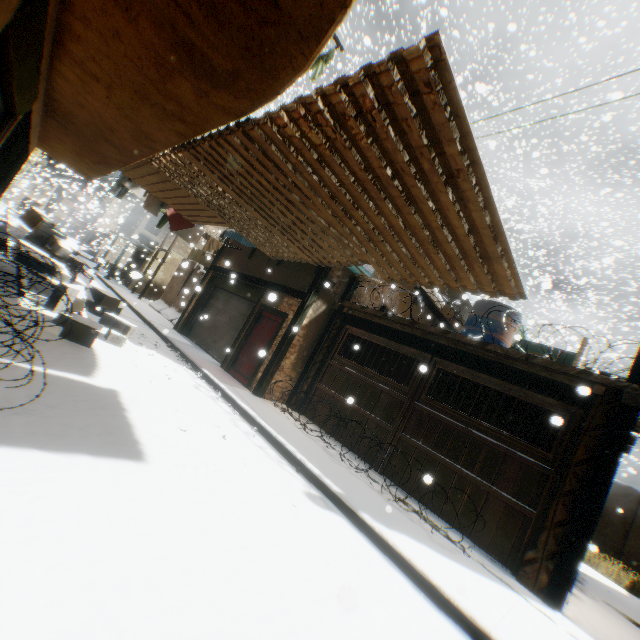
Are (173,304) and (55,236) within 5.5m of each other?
no

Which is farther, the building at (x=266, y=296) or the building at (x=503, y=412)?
the building at (x=503, y=412)

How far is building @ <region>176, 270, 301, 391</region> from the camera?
9.37m

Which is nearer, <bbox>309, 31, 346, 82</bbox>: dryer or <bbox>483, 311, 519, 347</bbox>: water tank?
<bbox>309, 31, 346, 82</bbox>: dryer

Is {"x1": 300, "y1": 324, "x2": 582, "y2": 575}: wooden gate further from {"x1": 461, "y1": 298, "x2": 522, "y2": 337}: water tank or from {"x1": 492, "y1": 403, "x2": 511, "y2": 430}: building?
{"x1": 461, "y1": 298, "x2": 522, "y2": 337}: water tank

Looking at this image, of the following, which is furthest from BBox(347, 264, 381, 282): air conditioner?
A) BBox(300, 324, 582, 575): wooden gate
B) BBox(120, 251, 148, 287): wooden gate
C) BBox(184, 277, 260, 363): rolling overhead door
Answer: BBox(120, 251, 148, 287): wooden gate

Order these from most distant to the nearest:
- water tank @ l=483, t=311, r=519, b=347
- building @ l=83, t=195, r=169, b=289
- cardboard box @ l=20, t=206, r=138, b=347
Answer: building @ l=83, t=195, r=169, b=289 < water tank @ l=483, t=311, r=519, b=347 < cardboard box @ l=20, t=206, r=138, b=347

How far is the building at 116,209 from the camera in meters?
21.6
